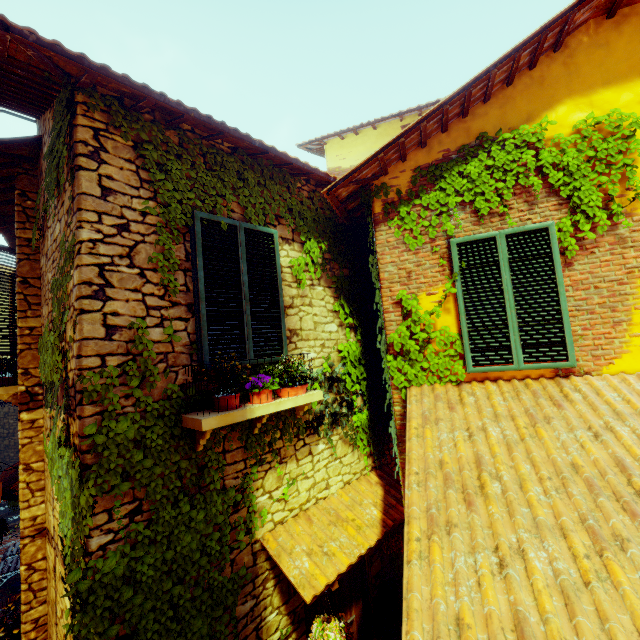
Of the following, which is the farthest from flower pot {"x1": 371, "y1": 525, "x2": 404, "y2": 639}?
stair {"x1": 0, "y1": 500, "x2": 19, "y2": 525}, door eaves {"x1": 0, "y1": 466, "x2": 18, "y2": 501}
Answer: stair {"x1": 0, "y1": 500, "x2": 19, "y2": 525}

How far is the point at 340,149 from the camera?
7.3m

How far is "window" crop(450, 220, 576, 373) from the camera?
3.63m

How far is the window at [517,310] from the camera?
3.6m

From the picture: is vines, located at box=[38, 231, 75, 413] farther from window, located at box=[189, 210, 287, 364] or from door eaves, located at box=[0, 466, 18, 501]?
door eaves, located at box=[0, 466, 18, 501]

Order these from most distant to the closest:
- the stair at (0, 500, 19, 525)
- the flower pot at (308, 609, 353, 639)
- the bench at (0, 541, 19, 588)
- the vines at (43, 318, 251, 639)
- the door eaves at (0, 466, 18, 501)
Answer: the stair at (0, 500, 19, 525)
the bench at (0, 541, 19, 588)
the door eaves at (0, 466, 18, 501)
the flower pot at (308, 609, 353, 639)
the vines at (43, 318, 251, 639)

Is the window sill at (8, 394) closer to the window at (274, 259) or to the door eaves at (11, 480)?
the door eaves at (11, 480)

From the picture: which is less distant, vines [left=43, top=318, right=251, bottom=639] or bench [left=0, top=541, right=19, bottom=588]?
vines [left=43, top=318, right=251, bottom=639]
